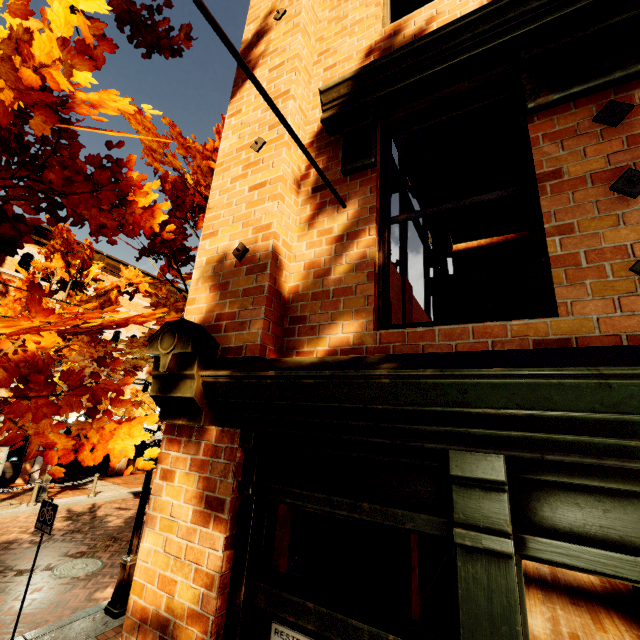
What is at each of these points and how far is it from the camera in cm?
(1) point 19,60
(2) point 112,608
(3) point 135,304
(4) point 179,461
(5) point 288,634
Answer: (1) tree, 116
(2) light, 579
(3) building, 1995
(4) building, 245
(5) store sign, 197

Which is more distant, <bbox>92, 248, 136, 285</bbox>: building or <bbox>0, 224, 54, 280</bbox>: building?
<bbox>92, 248, 136, 285</bbox>: building

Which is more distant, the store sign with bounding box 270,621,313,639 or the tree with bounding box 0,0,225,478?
the store sign with bounding box 270,621,313,639

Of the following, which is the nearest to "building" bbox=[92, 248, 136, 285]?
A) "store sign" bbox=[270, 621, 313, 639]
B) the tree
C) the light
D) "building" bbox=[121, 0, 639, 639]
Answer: the tree

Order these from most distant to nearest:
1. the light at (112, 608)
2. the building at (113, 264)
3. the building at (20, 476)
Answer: the building at (113, 264)
the building at (20, 476)
the light at (112, 608)

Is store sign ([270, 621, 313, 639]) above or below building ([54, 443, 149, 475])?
above

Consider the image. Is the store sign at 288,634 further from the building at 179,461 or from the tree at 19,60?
the tree at 19,60

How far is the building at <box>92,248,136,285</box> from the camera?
18.2 meters
